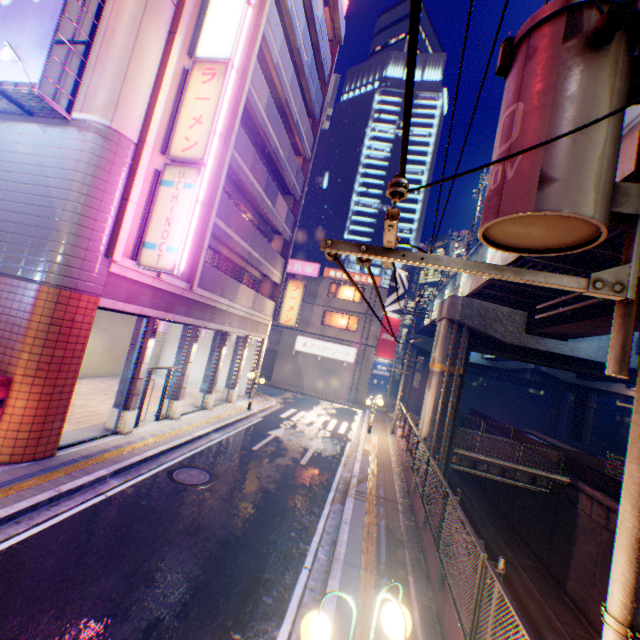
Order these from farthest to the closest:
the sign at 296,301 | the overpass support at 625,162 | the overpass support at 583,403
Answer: the sign at 296,301, the overpass support at 583,403, the overpass support at 625,162

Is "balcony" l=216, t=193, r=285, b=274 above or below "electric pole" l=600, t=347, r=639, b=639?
above

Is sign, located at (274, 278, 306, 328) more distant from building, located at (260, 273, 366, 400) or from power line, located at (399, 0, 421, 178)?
power line, located at (399, 0, 421, 178)

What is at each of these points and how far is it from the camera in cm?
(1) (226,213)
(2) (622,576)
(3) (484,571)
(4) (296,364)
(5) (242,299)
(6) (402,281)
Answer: (1) balcony, 1434
(2) electric pole, 202
(3) metal fence, 408
(4) building, 3253
(5) balcony, 1761
(6) billboard, 3334

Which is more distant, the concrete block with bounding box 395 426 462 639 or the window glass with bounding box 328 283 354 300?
the window glass with bounding box 328 283 354 300

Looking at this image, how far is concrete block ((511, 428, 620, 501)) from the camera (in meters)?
16.45

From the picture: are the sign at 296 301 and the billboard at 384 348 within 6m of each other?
no

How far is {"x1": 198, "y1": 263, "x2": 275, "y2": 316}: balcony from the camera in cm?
1384
